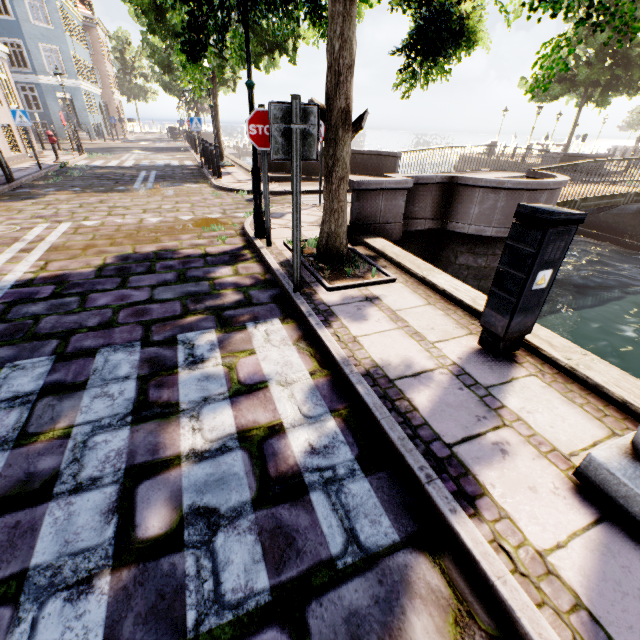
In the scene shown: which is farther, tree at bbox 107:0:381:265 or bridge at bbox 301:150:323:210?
bridge at bbox 301:150:323:210

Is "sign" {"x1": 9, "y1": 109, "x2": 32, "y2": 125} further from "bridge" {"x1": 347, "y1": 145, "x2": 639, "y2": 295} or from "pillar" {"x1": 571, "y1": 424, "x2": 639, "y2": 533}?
"pillar" {"x1": 571, "y1": 424, "x2": 639, "y2": 533}

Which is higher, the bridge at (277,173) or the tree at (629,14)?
the tree at (629,14)

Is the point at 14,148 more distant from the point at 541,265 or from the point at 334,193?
the point at 541,265

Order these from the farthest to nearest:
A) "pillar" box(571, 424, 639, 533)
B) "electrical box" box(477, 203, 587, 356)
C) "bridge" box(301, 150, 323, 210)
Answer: "bridge" box(301, 150, 323, 210), "electrical box" box(477, 203, 587, 356), "pillar" box(571, 424, 639, 533)

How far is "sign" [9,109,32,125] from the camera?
11.27m

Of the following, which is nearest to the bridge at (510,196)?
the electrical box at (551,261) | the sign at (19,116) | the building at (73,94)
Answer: the electrical box at (551,261)

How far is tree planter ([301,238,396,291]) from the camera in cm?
407
